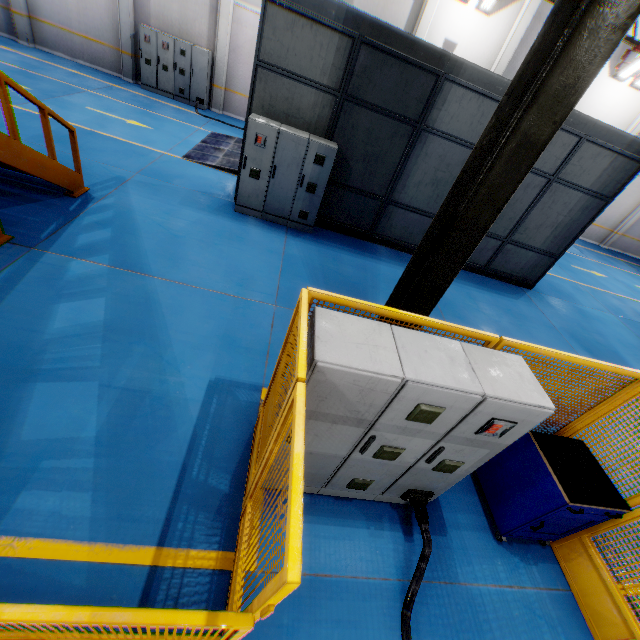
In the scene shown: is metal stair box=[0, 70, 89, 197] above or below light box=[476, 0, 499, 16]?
A: below

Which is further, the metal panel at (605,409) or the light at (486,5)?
the light at (486,5)

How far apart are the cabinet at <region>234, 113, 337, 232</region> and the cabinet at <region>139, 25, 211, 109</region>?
9.5m

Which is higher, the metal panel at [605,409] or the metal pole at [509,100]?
the metal pole at [509,100]

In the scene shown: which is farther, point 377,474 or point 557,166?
point 557,166

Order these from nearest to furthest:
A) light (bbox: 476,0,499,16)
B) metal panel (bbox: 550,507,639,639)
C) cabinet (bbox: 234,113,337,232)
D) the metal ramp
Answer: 1. metal panel (bbox: 550,507,639,639)
2. cabinet (bbox: 234,113,337,232)
3. the metal ramp
4. light (bbox: 476,0,499,16)

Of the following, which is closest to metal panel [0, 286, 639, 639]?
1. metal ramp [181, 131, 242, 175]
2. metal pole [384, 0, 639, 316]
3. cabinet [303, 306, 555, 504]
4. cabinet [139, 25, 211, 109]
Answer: A: cabinet [303, 306, 555, 504]

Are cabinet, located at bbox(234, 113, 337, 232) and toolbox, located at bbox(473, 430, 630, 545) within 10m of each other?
yes
